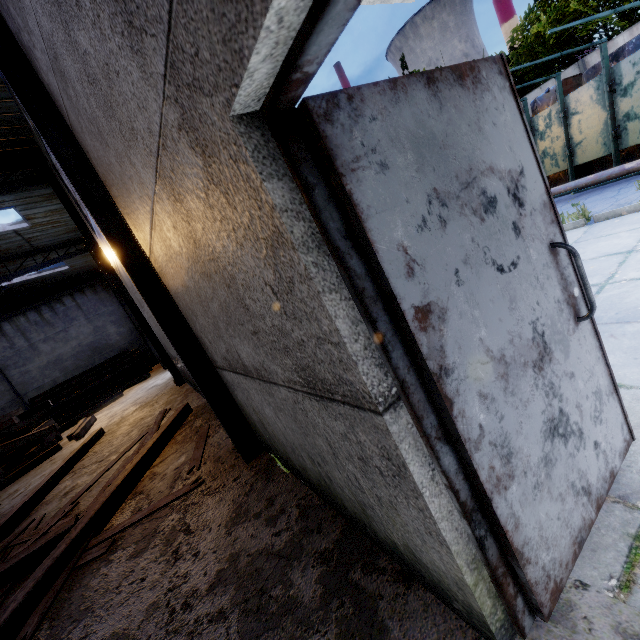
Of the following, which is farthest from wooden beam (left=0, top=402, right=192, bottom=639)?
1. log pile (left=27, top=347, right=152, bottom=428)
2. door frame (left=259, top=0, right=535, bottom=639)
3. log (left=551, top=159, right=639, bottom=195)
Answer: log pile (left=27, top=347, right=152, bottom=428)

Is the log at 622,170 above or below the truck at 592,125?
below

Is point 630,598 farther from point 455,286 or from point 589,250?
point 589,250

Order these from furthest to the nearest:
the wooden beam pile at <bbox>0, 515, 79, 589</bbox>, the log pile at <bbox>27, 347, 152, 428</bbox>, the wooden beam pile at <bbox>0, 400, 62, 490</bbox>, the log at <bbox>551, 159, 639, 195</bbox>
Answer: the log pile at <bbox>27, 347, 152, 428</bbox> → the wooden beam pile at <bbox>0, 400, 62, 490</bbox> → the log at <bbox>551, 159, 639, 195</bbox> → the wooden beam pile at <bbox>0, 515, 79, 589</bbox>

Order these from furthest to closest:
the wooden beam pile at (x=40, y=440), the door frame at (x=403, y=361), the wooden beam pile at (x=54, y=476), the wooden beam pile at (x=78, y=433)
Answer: the wooden beam pile at (x=78, y=433)
the wooden beam pile at (x=40, y=440)
the wooden beam pile at (x=54, y=476)
the door frame at (x=403, y=361)

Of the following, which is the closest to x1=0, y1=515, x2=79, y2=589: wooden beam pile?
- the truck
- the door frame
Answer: the door frame

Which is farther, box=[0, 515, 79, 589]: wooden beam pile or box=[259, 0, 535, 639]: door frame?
box=[0, 515, 79, 589]: wooden beam pile

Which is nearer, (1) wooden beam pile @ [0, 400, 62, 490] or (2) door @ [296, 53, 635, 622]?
(2) door @ [296, 53, 635, 622]
